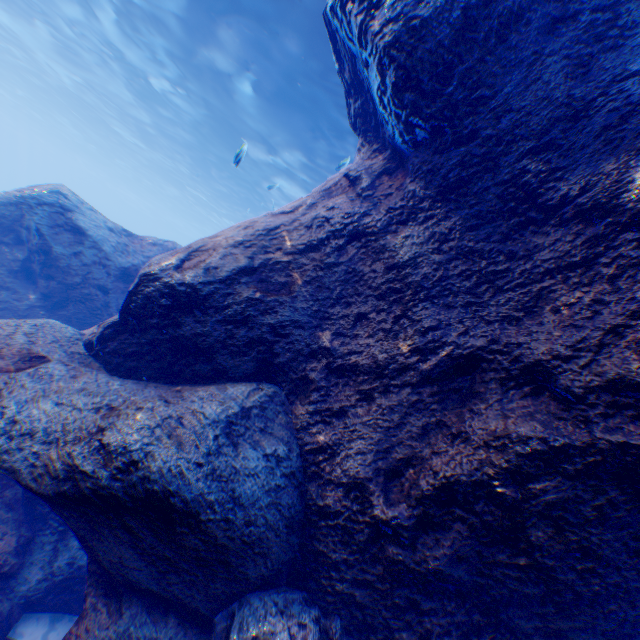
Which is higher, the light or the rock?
the light

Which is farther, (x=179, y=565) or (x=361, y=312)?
(x=361, y=312)

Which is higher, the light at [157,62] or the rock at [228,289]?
the light at [157,62]

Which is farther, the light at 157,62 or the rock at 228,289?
the light at 157,62

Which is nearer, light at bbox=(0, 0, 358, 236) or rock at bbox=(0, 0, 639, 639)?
rock at bbox=(0, 0, 639, 639)
